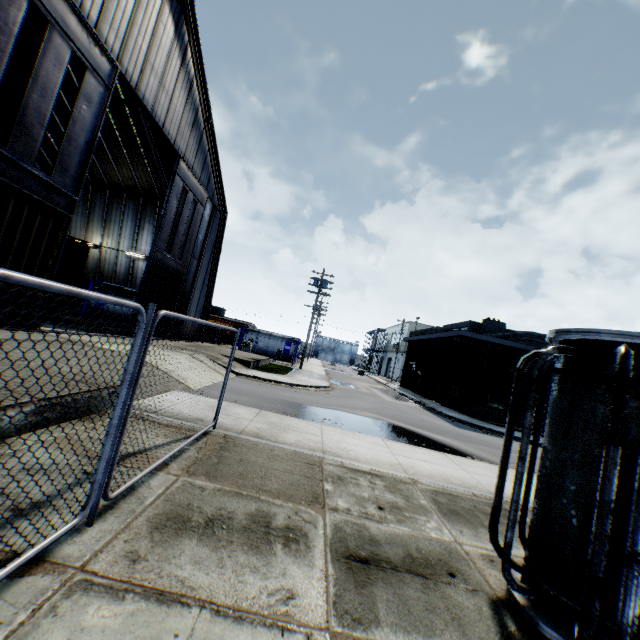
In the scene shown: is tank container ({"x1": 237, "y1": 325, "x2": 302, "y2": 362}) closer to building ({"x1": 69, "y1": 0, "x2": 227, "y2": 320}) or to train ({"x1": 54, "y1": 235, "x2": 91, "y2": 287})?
building ({"x1": 69, "y1": 0, "x2": 227, "y2": 320})

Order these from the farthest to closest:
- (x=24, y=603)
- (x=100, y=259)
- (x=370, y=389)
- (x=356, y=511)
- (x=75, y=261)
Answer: (x=370, y=389) → (x=100, y=259) → (x=75, y=261) → (x=356, y=511) → (x=24, y=603)

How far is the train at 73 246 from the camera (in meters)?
16.74

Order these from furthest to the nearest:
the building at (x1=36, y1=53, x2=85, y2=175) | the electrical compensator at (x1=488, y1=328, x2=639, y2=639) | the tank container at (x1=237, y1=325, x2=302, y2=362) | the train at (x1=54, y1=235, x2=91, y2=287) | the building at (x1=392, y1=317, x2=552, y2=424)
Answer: the tank container at (x1=237, y1=325, x2=302, y2=362), the building at (x1=392, y1=317, x2=552, y2=424), the building at (x1=36, y1=53, x2=85, y2=175), the train at (x1=54, y1=235, x2=91, y2=287), the electrical compensator at (x1=488, y1=328, x2=639, y2=639)

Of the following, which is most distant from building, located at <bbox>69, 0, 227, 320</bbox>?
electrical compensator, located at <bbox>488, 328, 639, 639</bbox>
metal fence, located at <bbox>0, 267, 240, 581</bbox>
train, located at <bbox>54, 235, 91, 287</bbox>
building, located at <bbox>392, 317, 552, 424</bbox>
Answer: building, located at <bbox>392, 317, 552, 424</bbox>

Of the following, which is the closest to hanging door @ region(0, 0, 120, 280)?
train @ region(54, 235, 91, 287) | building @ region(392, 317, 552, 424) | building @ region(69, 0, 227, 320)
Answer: building @ region(69, 0, 227, 320)

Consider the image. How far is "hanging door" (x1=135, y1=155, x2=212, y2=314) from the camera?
17.81m

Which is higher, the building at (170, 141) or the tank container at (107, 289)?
the building at (170, 141)
